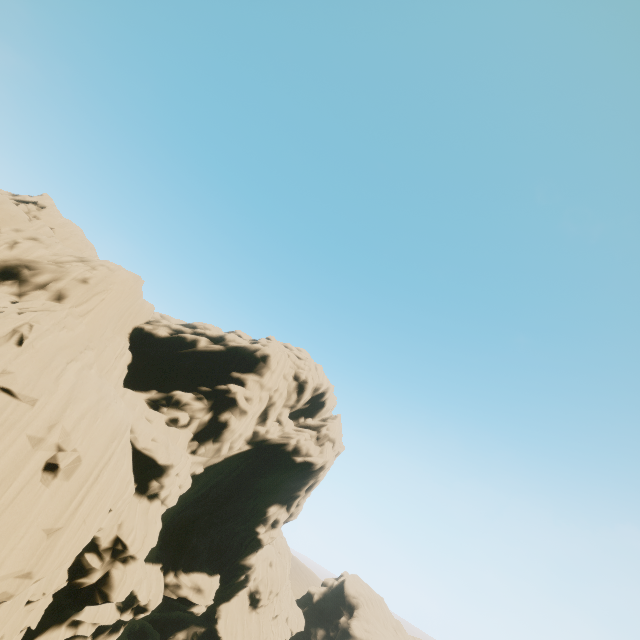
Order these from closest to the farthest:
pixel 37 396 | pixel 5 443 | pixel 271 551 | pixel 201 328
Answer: pixel 5 443
pixel 37 396
pixel 201 328
pixel 271 551
